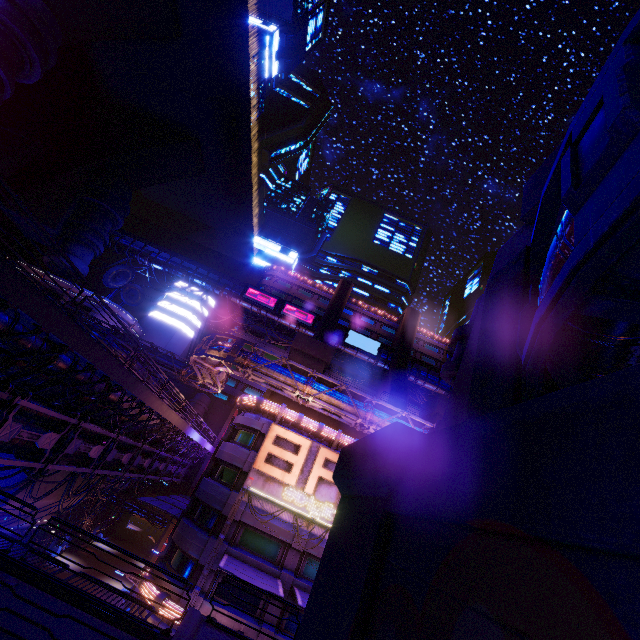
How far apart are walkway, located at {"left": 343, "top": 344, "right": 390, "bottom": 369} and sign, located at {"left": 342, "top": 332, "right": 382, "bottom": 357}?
0.1 meters

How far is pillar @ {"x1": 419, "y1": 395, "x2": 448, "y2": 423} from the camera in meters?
30.8 m

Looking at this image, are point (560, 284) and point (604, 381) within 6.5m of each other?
yes

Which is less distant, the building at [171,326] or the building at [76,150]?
the building at [76,150]

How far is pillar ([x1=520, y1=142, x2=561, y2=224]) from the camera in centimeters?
857cm

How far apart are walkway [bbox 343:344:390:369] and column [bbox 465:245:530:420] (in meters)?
52.38

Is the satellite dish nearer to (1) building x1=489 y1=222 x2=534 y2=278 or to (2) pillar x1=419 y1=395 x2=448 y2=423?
(2) pillar x1=419 y1=395 x2=448 y2=423

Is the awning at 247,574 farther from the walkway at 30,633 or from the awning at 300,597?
the walkway at 30,633
